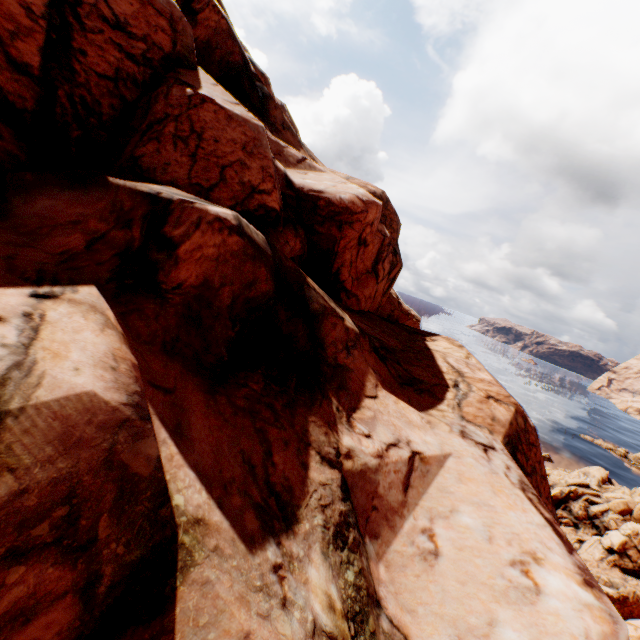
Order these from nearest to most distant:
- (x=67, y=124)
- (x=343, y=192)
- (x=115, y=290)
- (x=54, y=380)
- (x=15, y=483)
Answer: (x=15, y=483) → (x=54, y=380) → (x=115, y=290) → (x=67, y=124) → (x=343, y=192)
